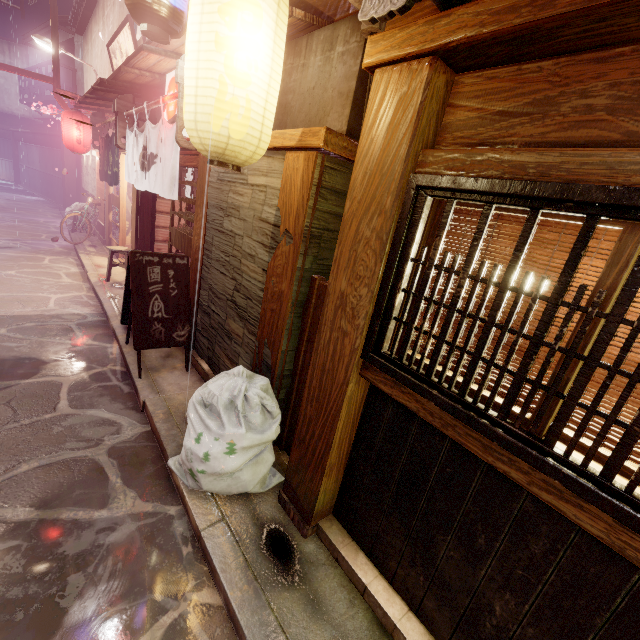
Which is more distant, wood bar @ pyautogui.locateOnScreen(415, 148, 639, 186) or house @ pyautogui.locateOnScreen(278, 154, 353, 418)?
house @ pyautogui.locateOnScreen(278, 154, 353, 418)

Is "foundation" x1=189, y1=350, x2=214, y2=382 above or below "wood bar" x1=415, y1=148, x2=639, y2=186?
below

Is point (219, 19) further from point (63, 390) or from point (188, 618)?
point (63, 390)

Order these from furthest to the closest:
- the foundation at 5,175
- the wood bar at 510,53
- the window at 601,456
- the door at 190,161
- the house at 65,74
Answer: the foundation at 5,175 < the house at 65,74 < the door at 190,161 < the window at 601,456 < the wood bar at 510,53

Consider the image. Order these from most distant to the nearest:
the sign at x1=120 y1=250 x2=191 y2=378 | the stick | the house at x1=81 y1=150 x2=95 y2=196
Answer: the house at x1=81 y1=150 x2=95 y2=196, the sign at x1=120 y1=250 x2=191 y2=378, the stick

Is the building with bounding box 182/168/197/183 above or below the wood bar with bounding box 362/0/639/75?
below

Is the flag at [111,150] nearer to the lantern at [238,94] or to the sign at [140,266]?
the sign at [140,266]

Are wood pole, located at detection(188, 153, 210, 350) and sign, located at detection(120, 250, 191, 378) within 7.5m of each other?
yes
